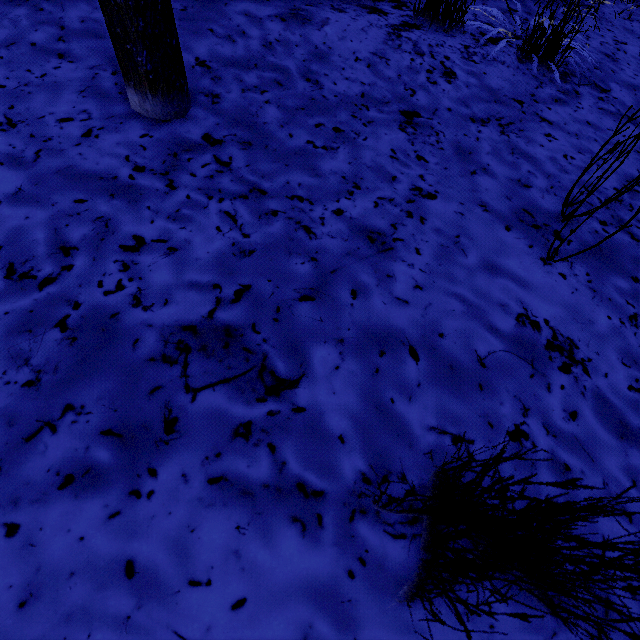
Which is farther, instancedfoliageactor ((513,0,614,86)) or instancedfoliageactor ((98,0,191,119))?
instancedfoliageactor ((513,0,614,86))

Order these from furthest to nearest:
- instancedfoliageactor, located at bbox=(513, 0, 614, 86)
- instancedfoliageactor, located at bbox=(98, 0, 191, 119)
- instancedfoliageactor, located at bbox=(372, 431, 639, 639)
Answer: instancedfoliageactor, located at bbox=(513, 0, 614, 86), instancedfoliageactor, located at bbox=(98, 0, 191, 119), instancedfoliageactor, located at bbox=(372, 431, 639, 639)

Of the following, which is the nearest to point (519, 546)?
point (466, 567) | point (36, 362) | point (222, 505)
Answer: point (466, 567)

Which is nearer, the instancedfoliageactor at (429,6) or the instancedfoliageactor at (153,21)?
the instancedfoliageactor at (153,21)
